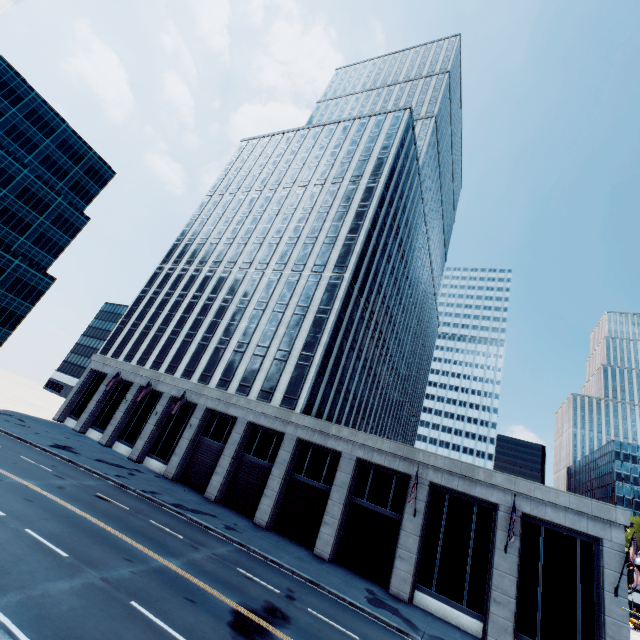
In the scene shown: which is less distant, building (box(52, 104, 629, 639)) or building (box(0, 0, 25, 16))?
building (box(52, 104, 629, 639))

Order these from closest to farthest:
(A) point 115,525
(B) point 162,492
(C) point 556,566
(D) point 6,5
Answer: (A) point 115,525 → (C) point 556,566 → (D) point 6,5 → (B) point 162,492

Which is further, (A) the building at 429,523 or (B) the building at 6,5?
(B) the building at 6,5
